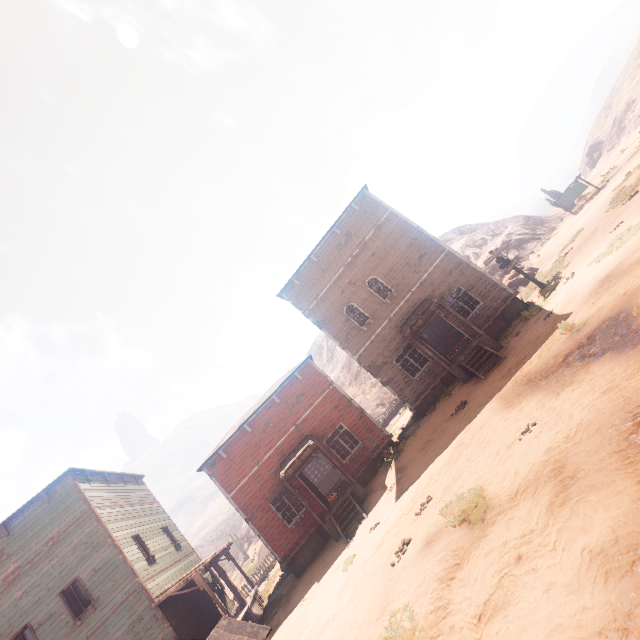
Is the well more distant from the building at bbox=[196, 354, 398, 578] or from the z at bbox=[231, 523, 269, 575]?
the building at bbox=[196, 354, 398, 578]

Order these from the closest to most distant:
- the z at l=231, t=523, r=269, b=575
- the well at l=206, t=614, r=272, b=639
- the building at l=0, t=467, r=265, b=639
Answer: the well at l=206, t=614, r=272, b=639 < the building at l=0, t=467, r=265, b=639 < the z at l=231, t=523, r=269, b=575

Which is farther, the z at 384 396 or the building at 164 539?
the z at 384 396

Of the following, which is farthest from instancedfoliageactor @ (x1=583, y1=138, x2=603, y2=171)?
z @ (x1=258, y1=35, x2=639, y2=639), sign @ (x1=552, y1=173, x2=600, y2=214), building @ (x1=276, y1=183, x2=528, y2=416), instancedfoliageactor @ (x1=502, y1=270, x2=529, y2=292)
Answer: building @ (x1=276, y1=183, x2=528, y2=416)

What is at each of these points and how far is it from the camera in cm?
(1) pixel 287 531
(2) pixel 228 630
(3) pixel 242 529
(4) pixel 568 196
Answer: (1) building, 1567
(2) well, 507
(3) z, 5988
(4) sign, 2973

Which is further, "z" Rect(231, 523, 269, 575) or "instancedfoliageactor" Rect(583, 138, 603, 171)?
"instancedfoliageactor" Rect(583, 138, 603, 171)

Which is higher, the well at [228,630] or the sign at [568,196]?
the well at [228,630]

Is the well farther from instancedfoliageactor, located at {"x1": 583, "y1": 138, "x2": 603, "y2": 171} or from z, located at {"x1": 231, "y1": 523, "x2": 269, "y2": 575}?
instancedfoliageactor, located at {"x1": 583, "y1": 138, "x2": 603, "y2": 171}
